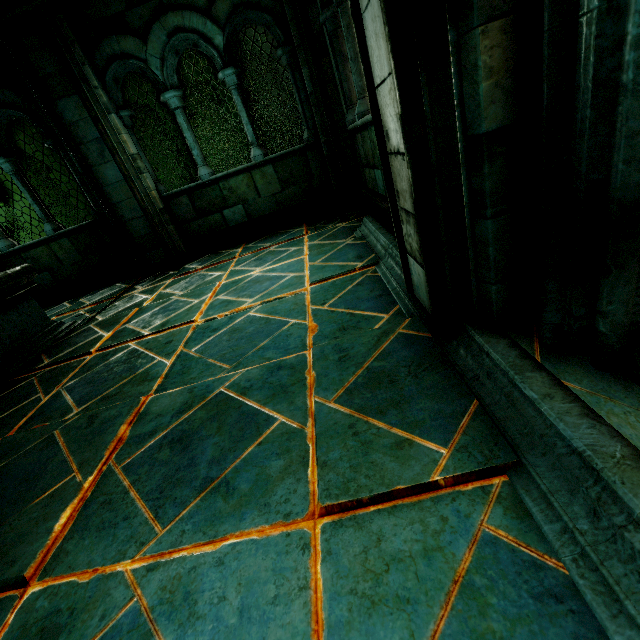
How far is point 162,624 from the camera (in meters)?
0.97

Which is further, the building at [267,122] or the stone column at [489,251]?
the building at [267,122]

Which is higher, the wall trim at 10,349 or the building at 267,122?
the building at 267,122

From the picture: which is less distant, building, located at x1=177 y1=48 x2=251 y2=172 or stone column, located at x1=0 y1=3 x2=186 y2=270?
stone column, located at x1=0 y1=3 x2=186 y2=270

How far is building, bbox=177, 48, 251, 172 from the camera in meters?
14.0

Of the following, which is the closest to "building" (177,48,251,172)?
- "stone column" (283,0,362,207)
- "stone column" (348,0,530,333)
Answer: "stone column" (283,0,362,207)

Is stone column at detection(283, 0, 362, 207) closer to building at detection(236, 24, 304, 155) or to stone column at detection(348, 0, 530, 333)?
stone column at detection(348, 0, 530, 333)

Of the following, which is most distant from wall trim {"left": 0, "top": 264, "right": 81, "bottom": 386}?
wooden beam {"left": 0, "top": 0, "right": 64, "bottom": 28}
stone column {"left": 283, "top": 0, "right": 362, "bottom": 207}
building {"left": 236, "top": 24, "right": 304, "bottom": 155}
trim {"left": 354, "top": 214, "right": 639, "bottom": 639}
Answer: building {"left": 236, "top": 24, "right": 304, "bottom": 155}
